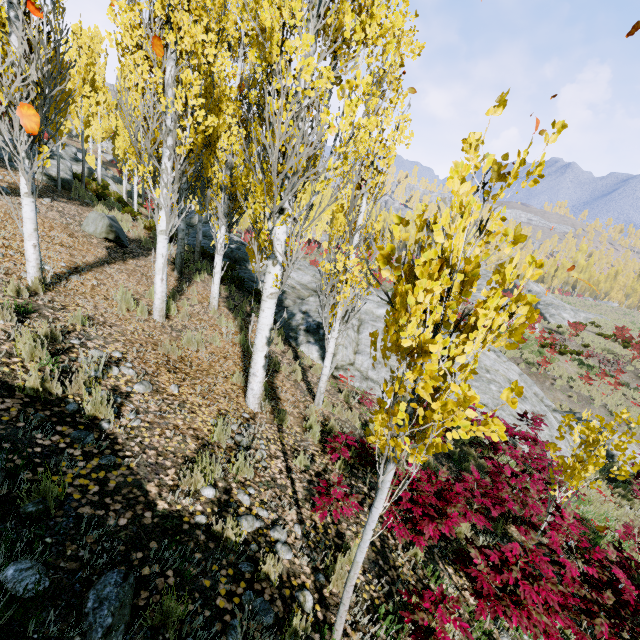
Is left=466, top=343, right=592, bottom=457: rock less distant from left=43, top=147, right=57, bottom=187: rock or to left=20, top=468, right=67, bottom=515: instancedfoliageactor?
left=20, top=468, right=67, bottom=515: instancedfoliageactor

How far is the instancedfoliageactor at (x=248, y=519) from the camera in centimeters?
295cm

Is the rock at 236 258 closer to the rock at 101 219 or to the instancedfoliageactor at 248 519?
the instancedfoliageactor at 248 519

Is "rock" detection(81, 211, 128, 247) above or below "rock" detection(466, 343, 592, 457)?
above

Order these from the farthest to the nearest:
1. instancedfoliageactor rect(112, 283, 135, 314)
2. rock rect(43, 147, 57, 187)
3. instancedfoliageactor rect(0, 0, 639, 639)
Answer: rock rect(43, 147, 57, 187), instancedfoliageactor rect(112, 283, 135, 314), instancedfoliageactor rect(0, 0, 639, 639)

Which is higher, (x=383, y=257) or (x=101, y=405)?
(x=383, y=257)

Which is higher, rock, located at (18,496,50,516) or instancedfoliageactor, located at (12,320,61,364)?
instancedfoliageactor, located at (12,320,61,364)

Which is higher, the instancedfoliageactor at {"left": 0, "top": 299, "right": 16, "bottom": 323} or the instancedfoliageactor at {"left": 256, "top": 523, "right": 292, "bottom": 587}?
the instancedfoliageactor at {"left": 0, "top": 299, "right": 16, "bottom": 323}
